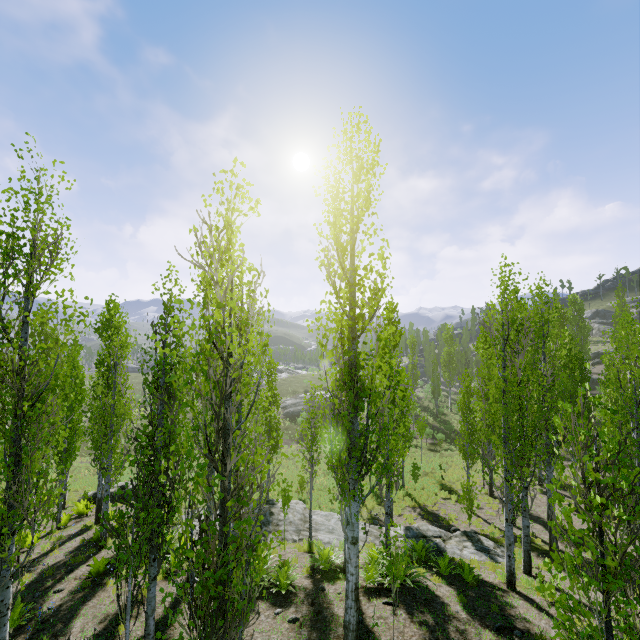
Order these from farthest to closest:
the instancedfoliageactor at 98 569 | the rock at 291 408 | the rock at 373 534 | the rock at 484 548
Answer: the rock at 291 408 < the rock at 373 534 < the rock at 484 548 < the instancedfoliageactor at 98 569

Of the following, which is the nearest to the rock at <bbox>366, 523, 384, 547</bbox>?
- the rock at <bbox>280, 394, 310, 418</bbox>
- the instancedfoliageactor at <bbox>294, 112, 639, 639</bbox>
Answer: the instancedfoliageactor at <bbox>294, 112, 639, 639</bbox>

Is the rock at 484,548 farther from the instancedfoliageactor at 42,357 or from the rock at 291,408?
the rock at 291,408

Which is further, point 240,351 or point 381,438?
point 381,438

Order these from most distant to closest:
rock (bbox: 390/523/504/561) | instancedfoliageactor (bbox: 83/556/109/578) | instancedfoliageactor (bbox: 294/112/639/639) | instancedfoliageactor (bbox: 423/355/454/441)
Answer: instancedfoliageactor (bbox: 423/355/454/441) → rock (bbox: 390/523/504/561) → instancedfoliageactor (bbox: 83/556/109/578) → instancedfoliageactor (bbox: 294/112/639/639)

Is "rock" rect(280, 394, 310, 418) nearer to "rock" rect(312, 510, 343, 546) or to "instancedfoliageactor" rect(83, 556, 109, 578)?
"instancedfoliageactor" rect(83, 556, 109, 578)

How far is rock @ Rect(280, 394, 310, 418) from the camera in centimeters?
4694cm
